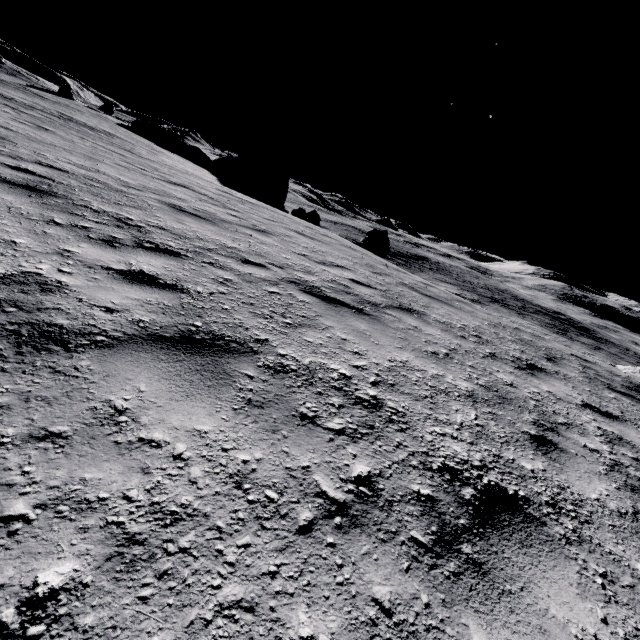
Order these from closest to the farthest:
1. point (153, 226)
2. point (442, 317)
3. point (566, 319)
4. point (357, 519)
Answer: point (357, 519), point (153, 226), point (442, 317), point (566, 319)

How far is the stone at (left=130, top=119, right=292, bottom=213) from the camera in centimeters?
3163cm

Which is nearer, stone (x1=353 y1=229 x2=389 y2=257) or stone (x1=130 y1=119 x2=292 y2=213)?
stone (x1=353 y1=229 x2=389 y2=257)

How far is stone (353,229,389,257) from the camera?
21.0m

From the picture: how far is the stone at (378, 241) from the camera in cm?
2098

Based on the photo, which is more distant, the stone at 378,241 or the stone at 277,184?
the stone at 277,184
